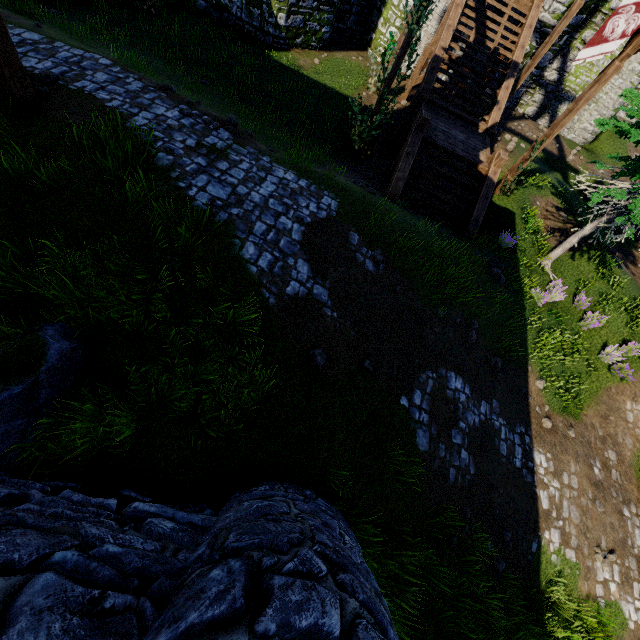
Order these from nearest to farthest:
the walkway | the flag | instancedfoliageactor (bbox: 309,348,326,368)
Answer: the walkway, instancedfoliageactor (bbox: 309,348,326,368), the flag

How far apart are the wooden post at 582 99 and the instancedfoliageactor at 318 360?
11.5m

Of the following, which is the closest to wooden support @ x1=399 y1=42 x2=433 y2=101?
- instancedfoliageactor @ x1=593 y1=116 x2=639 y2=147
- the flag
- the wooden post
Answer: the wooden post

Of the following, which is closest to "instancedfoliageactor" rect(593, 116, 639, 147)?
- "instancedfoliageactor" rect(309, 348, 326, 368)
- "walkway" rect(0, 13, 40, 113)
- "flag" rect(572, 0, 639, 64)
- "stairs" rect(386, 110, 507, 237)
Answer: "flag" rect(572, 0, 639, 64)

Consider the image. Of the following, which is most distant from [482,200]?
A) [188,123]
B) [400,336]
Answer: [188,123]

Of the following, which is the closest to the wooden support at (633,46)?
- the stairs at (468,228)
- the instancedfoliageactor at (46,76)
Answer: the stairs at (468,228)

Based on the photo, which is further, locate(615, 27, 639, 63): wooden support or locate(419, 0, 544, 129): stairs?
locate(419, 0, 544, 129): stairs

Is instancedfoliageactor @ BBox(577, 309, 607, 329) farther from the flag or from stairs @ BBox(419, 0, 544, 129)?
stairs @ BBox(419, 0, 544, 129)
